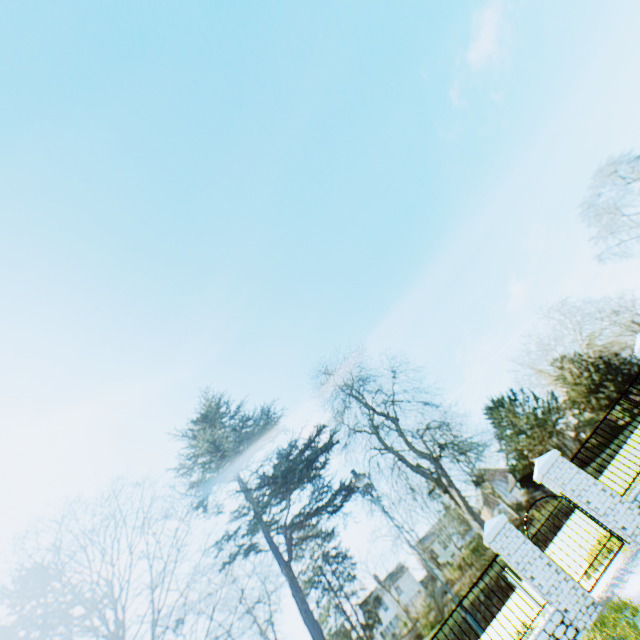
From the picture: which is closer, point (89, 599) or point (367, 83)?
point (89, 599)
